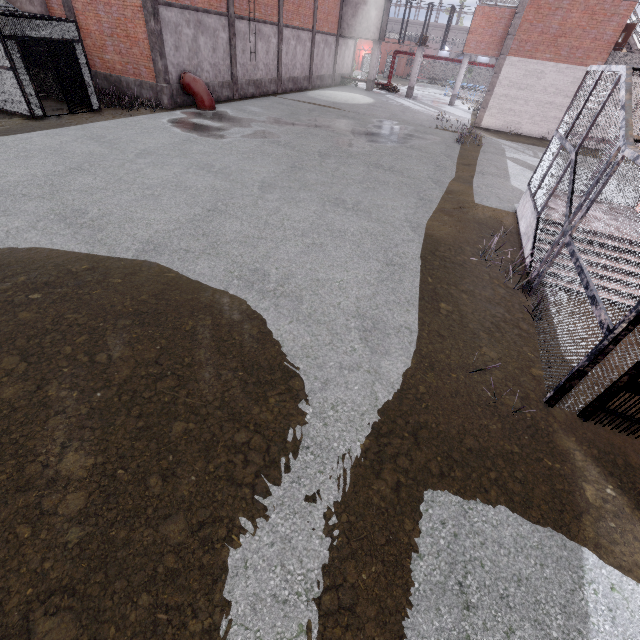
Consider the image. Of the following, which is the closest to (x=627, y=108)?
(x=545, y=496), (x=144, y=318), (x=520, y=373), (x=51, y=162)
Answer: (x=520, y=373)

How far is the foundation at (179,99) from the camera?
16.6 meters

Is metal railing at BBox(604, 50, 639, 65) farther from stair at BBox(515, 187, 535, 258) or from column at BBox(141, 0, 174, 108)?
column at BBox(141, 0, 174, 108)

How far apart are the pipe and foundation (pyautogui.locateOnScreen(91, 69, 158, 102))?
1.1m

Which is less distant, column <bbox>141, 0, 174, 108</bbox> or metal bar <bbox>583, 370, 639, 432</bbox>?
metal bar <bbox>583, 370, 639, 432</bbox>

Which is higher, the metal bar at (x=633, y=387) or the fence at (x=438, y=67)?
the fence at (x=438, y=67)

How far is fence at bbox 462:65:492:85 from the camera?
57.56m

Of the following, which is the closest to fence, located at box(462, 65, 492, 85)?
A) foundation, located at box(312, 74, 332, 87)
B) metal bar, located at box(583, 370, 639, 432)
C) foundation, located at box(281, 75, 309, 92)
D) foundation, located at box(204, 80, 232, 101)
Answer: foundation, located at box(312, 74, 332, 87)
